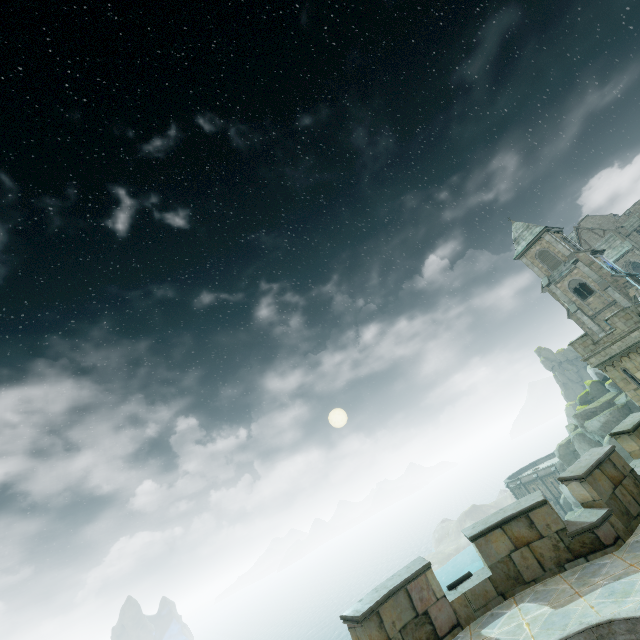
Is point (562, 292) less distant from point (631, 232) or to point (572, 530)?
point (631, 232)

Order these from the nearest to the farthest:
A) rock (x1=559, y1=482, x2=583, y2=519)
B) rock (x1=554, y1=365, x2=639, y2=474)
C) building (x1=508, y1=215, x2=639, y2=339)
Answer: rock (x1=554, y1=365, x2=639, y2=474), building (x1=508, y1=215, x2=639, y2=339), rock (x1=559, y1=482, x2=583, y2=519)

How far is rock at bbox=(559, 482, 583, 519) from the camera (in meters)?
44.97

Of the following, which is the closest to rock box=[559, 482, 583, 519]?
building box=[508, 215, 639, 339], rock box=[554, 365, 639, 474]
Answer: building box=[508, 215, 639, 339]

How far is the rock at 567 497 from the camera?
45.0m

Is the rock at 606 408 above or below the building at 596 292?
below

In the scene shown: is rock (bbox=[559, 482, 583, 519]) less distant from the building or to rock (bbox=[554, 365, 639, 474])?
the building
